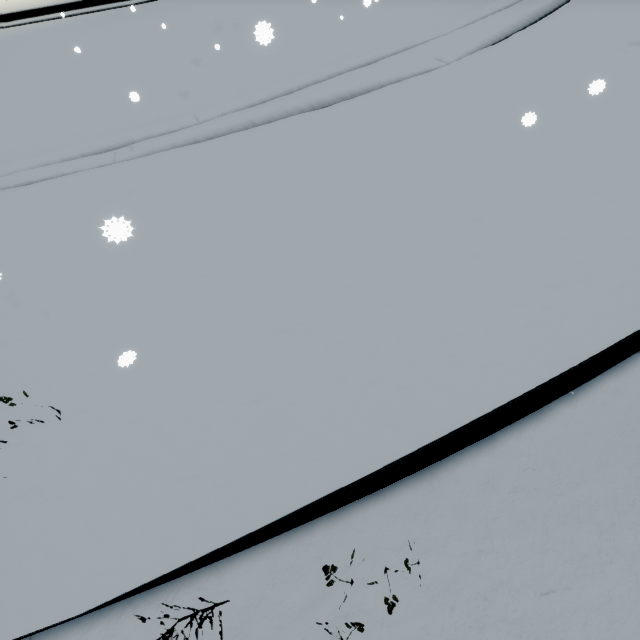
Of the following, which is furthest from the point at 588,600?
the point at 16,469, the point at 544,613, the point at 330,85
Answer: the point at 330,85
